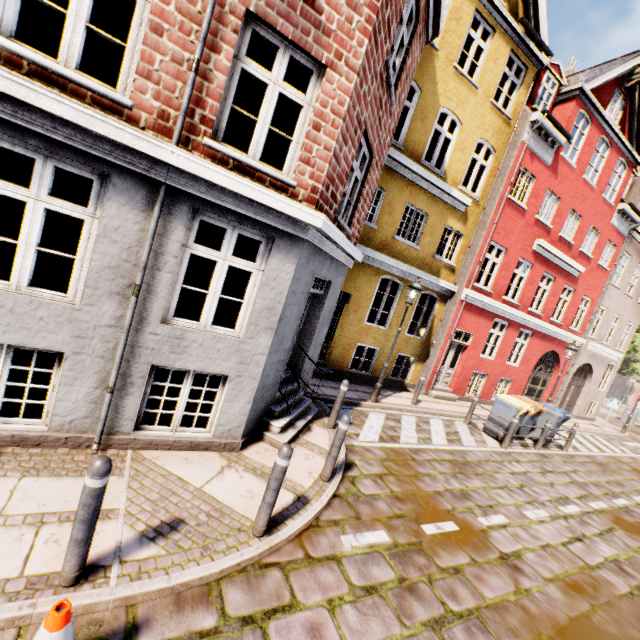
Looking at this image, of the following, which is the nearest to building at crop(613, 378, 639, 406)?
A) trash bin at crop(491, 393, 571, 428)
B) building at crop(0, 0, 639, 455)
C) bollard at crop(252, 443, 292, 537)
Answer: bollard at crop(252, 443, 292, 537)

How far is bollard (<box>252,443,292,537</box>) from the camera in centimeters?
354cm

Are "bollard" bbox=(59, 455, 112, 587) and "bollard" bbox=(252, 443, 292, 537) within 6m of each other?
yes

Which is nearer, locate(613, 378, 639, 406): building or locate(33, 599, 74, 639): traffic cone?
locate(33, 599, 74, 639): traffic cone

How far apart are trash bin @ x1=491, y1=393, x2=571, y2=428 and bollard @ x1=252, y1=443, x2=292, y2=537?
10.43m

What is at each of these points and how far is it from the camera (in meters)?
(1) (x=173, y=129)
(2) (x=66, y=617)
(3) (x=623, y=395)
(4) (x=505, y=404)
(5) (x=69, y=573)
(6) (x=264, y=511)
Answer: (1) building, 3.69
(2) traffic cone, 1.93
(3) building, 49.34
(4) trash bin, 10.30
(5) bollard, 2.57
(6) bollard, 3.61

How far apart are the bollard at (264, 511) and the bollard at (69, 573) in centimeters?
159cm

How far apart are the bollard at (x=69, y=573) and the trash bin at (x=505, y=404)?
12.17m
